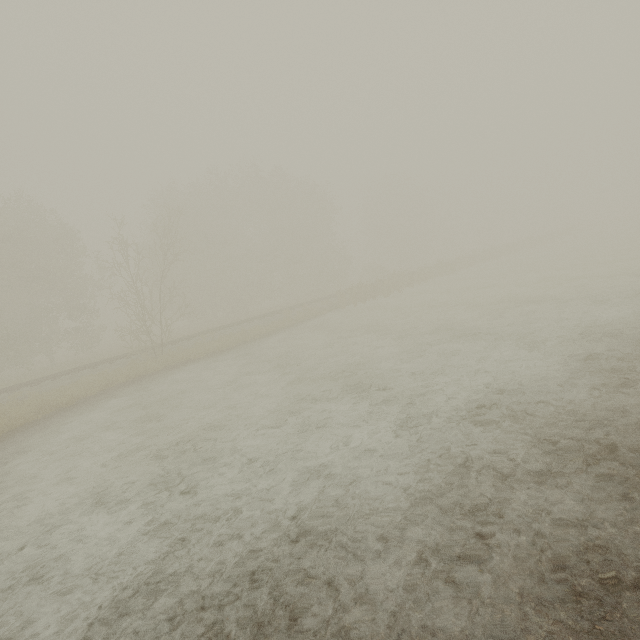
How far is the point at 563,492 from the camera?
4.0 meters

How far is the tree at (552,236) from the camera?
45.3 meters

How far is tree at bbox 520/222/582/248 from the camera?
45.28m
